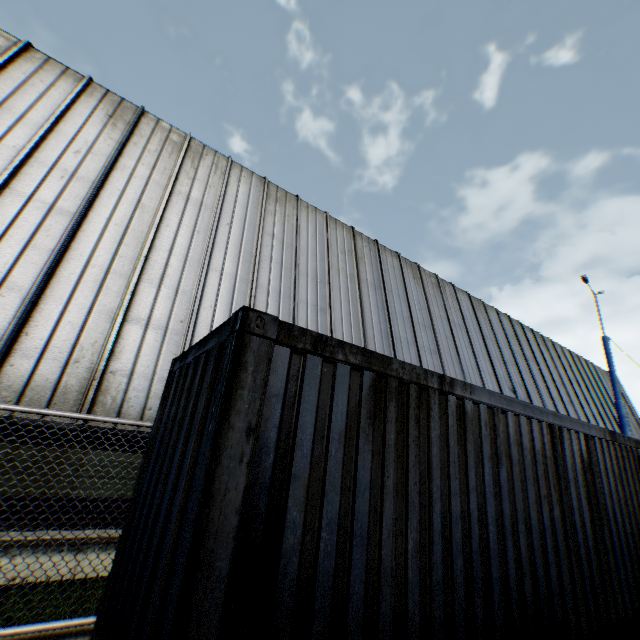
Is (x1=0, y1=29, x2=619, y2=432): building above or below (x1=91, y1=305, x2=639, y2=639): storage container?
above

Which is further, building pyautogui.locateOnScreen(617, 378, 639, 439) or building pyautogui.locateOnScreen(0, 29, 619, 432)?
building pyautogui.locateOnScreen(617, 378, 639, 439)

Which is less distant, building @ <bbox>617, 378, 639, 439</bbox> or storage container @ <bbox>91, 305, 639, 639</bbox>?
storage container @ <bbox>91, 305, 639, 639</bbox>

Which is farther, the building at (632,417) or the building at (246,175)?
the building at (632,417)

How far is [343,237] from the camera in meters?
13.6 m

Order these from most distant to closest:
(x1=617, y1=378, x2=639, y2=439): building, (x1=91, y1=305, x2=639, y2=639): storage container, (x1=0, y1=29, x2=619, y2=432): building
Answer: (x1=617, y1=378, x2=639, y2=439): building < (x1=0, y1=29, x2=619, y2=432): building < (x1=91, y1=305, x2=639, y2=639): storage container

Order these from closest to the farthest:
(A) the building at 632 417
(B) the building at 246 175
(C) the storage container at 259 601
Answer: (C) the storage container at 259 601, (B) the building at 246 175, (A) the building at 632 417
